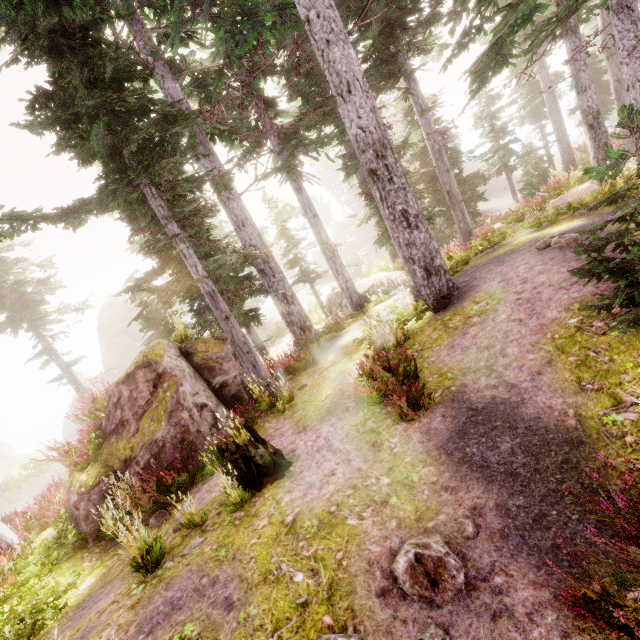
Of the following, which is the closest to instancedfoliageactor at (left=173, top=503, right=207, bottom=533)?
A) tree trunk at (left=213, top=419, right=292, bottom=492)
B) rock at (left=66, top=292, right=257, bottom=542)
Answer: rock at (left=66, top=292, right=257, bottom=542)

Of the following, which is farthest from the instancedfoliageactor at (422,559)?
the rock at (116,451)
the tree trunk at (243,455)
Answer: the tree trunk at (243,455)

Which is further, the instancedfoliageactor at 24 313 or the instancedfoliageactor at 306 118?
the instancedfoliageactor at 24 313

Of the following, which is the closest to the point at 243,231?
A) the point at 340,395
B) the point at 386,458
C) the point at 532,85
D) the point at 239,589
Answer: the point at 340,395

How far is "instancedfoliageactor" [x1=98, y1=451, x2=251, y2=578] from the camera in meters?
5.1

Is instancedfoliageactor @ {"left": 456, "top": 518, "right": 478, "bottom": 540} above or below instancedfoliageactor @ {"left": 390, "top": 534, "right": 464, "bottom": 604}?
below

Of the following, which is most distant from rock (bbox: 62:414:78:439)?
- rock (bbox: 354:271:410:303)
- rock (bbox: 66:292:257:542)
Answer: rock (bbox: 354:271:410:303)

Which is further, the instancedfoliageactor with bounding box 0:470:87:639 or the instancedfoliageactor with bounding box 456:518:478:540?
the instancedfoliageactor with bounding box 0:470:87:639
